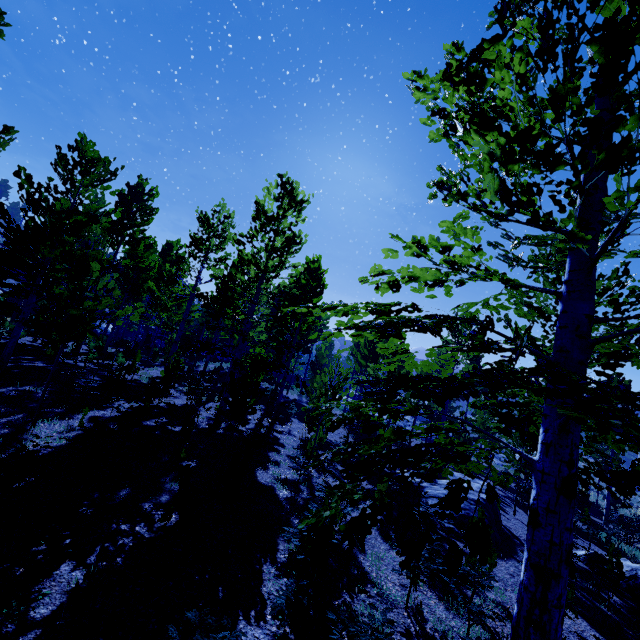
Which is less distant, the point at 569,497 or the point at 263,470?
the point at 569,497

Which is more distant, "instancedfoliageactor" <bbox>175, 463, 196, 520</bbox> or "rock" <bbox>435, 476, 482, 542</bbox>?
"rock" <bbox>435, 476, 482, 542</bbox>

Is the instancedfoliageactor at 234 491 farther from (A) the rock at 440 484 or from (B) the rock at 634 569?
(B) the rock at 634 569

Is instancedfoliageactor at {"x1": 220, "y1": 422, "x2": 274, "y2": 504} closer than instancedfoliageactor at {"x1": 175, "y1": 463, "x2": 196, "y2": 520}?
No

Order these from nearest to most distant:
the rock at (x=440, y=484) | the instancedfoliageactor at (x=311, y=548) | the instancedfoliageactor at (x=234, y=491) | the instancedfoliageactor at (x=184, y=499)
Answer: the instancedfoliageactor at (x=311, y=548) → the instancedfoliageactor at (x=184, y=499) → the instancedfoliageactor at (x=234, y=491) → the rock at (x=440, y=484)

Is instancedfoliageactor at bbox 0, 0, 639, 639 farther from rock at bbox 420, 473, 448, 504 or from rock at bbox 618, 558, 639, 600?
rock at bbox 618, 558, 639, 600
